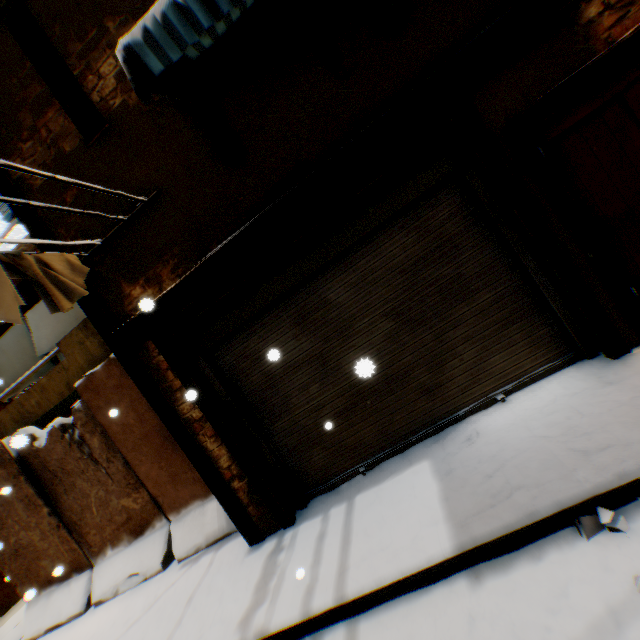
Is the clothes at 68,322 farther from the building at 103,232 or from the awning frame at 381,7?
the awning frame at 381,7

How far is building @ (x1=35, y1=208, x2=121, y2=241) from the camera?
3.96m

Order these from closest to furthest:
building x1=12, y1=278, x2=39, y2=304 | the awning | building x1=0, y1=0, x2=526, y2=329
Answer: the awning → building x1=0, y1=0, x2=526, y2=329 → building x1=12, y1=278, x2=39, y2=304

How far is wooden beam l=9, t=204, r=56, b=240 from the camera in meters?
4.1 m

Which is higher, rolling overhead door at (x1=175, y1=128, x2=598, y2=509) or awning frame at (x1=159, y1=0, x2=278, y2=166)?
awning frame at (x1=159, y1=0, x2=278, y2=166)

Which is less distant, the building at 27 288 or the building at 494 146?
the building at 494 146

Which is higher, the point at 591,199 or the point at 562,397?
the point at 591,199

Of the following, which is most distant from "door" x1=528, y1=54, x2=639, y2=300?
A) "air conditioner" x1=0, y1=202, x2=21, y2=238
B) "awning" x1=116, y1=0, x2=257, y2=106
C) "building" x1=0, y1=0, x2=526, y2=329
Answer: "air conditioner" x1=0, y1=202, x2=21, y2=238
